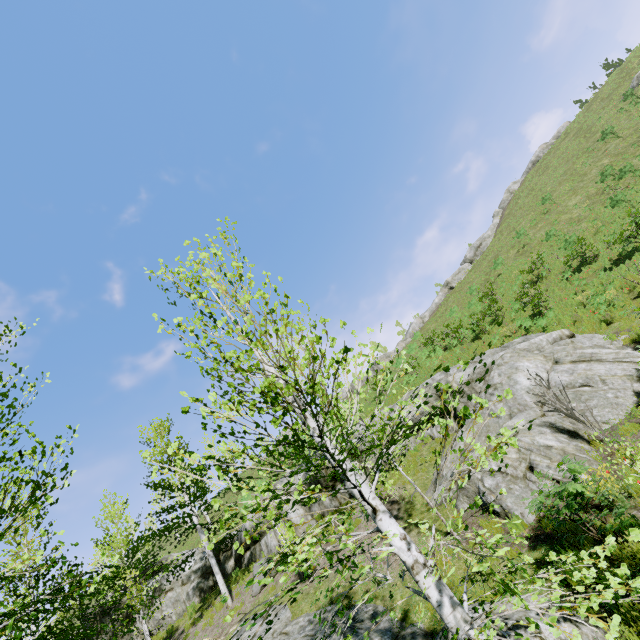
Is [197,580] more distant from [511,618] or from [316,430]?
[316,430]

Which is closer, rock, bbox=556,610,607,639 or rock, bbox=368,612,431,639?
rock, bbox=556,610,607,639

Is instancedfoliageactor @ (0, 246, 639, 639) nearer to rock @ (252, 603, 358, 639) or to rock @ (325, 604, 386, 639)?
rock @ (325, 604, 386, 639)

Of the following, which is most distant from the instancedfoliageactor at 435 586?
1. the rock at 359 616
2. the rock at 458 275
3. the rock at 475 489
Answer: the rock at 458 275

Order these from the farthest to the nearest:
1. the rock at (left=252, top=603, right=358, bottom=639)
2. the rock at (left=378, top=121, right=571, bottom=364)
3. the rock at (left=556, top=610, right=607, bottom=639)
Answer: the rock at (left=378, top=121, right=571, bottom=364), the rock at (left=252, top=603, right=358, bottom=639), the rock at (left=556, top=610, right=607, bottom=639)

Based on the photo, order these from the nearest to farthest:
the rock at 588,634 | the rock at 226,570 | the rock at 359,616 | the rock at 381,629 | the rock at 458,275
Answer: the rock at 588,634 → the rock at 381,629 → the rock at 359,616 → the rock at 226,570 → the rock at 458,275

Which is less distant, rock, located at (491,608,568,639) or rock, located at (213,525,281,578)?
rock, located at (491,608,568,639)
